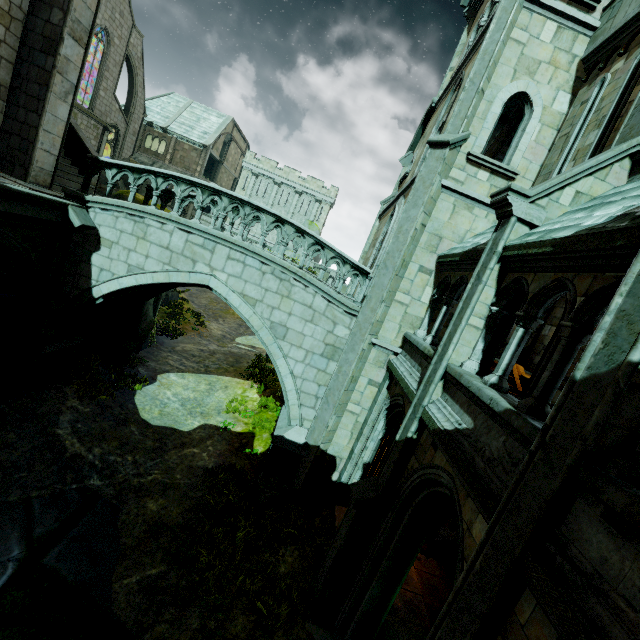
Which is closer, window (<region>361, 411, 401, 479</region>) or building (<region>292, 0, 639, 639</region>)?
building (<region>292, 0, 639, 639</region>)

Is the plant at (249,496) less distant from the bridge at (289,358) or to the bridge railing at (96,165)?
the bridge at (289,358)

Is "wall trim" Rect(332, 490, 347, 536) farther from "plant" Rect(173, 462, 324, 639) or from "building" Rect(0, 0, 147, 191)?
Answer: "plant" Rect(173, 462, 324, 639)

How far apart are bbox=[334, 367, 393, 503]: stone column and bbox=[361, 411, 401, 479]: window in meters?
0.0

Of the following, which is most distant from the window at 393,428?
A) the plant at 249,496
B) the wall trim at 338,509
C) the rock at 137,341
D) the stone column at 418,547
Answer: the rock at 137,341

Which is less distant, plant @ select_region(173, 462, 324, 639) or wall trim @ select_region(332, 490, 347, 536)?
plant @ select_region(173, 462, 324, 639)

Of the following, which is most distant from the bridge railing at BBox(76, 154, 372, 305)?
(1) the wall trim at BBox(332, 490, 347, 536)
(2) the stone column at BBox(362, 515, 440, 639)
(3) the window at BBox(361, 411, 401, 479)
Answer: (1) the wall trim at BBox(332, 490, 347, 536)

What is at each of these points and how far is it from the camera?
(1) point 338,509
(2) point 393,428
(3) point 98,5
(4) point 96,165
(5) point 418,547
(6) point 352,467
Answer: (1) wall trim, 9.3m
(2) window, 8.6m
(3) building, 9.1m
(4) bridge railing, 9.3m
(5) stone column, 6.1m
(6) stone column, 9.6m
